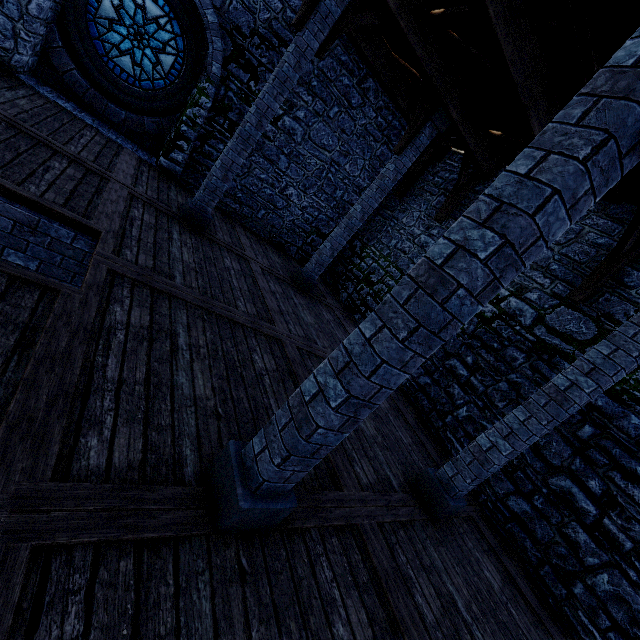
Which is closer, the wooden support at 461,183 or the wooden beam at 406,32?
the wooden beam at 406,32

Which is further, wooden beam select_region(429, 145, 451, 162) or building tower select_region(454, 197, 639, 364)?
wooden beam select_region(429, 145, 451, 162)

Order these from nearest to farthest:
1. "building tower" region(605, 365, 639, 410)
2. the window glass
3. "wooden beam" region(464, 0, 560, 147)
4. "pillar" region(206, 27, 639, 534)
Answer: "pillar" region(206, 27, 639, 534) → "wooden beam" region(464, 0, 560, 147) → "building tower" region(605, 365, 639, 410) → the window glass

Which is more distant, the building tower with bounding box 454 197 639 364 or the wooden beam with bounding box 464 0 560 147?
the building tower with bounding box 454 197 639 364

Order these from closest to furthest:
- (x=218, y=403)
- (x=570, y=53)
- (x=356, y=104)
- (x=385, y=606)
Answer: (x=385, y=606), (x=218, y=403), (x=570, y=53), (x=356, y=104)

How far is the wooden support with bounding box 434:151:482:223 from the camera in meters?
8.4 m

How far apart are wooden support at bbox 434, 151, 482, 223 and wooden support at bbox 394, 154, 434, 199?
2.0m

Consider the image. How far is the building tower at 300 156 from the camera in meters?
8.7 m
